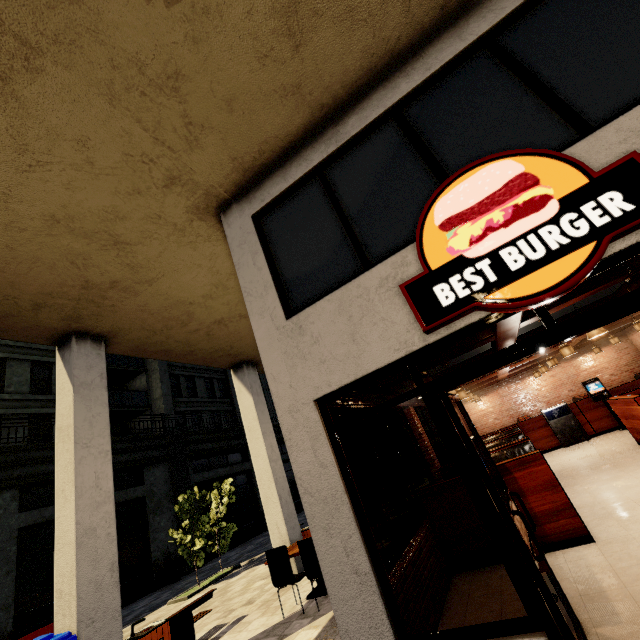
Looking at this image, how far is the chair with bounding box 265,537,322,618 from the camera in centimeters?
561cm

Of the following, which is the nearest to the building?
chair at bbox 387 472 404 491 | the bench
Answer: the bench

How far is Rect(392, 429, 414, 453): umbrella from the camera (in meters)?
8.94

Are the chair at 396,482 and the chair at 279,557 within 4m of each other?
no

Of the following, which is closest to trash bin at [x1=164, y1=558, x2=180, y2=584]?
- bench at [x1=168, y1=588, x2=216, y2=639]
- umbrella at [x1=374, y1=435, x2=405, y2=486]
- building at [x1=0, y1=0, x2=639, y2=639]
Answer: building at [x1=0, y1=0, x2=639, y2=639]

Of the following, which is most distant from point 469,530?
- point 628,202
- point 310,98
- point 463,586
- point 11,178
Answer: point 11,178

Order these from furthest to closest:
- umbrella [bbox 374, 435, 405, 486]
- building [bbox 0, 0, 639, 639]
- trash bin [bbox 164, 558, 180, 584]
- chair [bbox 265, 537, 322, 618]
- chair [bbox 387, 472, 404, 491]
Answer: trash bin [bbox 164, 558, 180, 584], chair [bbox 387, 472, 404, 491], umbrella [bbox 374, 435, 405, 486], chair [bbox 265, 537, 322, 618], building [bbox 0, 0, 639, 639]

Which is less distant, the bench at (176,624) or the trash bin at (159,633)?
the trash bin at (159,633)
